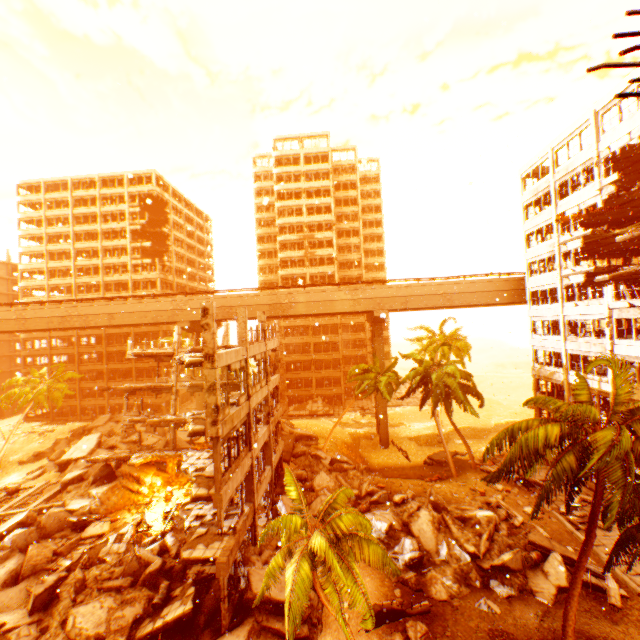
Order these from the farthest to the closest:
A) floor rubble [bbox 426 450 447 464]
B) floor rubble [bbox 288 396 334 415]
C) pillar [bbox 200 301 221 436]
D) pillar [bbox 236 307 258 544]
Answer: floor rubble [bbox 288 396 334 415]
floor rubble [bbox 426 450 447 464]
pillar [bbox 236 307 258 544]
pillar [bbox 200 301 221 436]

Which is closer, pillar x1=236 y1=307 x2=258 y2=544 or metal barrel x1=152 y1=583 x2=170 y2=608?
metal barrel x1=152 y1=583 x2=170 y2=608

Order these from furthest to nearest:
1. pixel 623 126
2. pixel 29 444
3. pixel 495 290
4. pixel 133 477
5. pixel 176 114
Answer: pixel 29 444, pixel 176 114, pixel 495 290, pixel 133 477, pixel 623 126

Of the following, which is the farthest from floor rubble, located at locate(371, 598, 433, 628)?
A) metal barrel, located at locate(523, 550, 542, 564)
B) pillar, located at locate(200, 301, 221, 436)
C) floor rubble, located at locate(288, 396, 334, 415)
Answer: floor rubble, located at locate(288, 396, 334, 415)

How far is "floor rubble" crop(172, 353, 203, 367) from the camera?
14.4 meters

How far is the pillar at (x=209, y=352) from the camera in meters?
14.1 m

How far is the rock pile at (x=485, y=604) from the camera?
15.84m

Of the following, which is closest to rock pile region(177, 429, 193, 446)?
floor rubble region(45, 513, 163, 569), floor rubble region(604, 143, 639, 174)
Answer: floor rubble region(45, 513, 163, 569)
